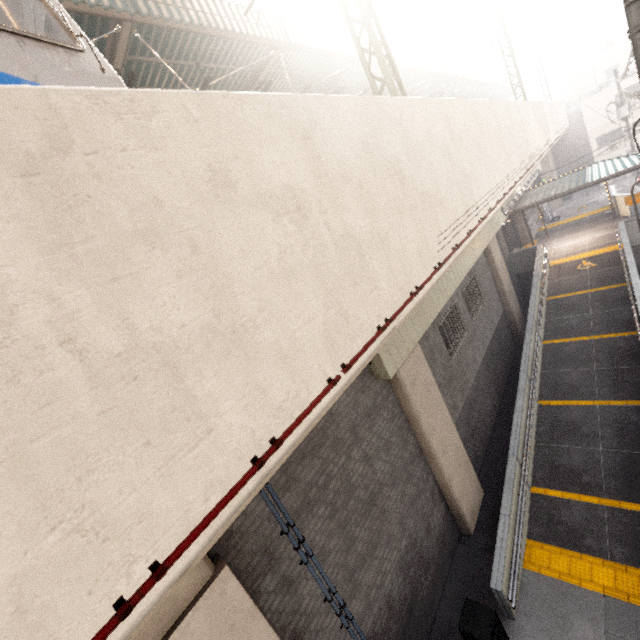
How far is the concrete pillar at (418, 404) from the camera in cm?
Result: 755

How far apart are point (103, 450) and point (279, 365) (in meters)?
1.30

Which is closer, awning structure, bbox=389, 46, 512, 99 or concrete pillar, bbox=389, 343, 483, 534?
concrete pillar, bbox=389, 343, 483, 534

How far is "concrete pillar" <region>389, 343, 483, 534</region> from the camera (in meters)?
7.55

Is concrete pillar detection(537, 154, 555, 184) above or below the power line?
below

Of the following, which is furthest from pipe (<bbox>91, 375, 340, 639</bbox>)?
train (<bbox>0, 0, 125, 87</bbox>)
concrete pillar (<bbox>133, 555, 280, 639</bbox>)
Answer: train (<bbox>0, 0, 125, 87</bbox>)

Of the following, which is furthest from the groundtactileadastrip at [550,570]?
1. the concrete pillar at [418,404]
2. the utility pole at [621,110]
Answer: the utility pole at [621,110]

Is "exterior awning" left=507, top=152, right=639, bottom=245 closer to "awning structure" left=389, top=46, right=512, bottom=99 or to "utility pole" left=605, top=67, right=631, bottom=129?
"utility pole" left=605, top=67, right=631, bottom=129
